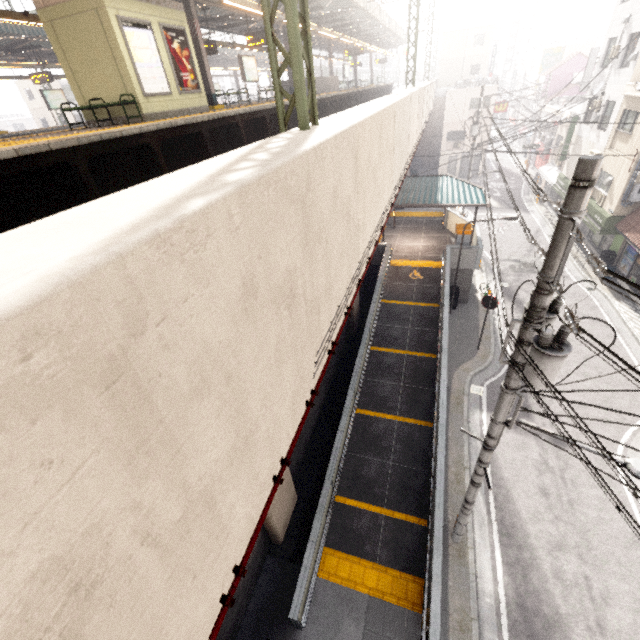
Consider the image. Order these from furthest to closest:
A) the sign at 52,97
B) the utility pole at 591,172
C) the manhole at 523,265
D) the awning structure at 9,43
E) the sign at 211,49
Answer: the sign at 52,97, the manhole at 523,265, the sign at 211,49, the awning structure at 9,43, the utility pole at 591,172

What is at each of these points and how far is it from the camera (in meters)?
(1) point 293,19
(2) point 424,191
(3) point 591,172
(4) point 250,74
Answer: (1) power line, 4.03
(2) exterior awning, 17.55
(3) utility pole, 3.32
(4) sign, 16.78

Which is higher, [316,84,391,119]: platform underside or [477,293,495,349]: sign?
[316,84,391,119]: platform underside

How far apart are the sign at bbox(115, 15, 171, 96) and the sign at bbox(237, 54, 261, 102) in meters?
7.8 m

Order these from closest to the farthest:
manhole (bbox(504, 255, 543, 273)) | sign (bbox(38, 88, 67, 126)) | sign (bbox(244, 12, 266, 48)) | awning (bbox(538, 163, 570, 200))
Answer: sign (bbox(244, 12, 266, 48)), manhole (bbox(504, 255, 543, 273)), sign (bbox(38, 88, 67, 126)), awning (bbox(538, 163, 570, 200))

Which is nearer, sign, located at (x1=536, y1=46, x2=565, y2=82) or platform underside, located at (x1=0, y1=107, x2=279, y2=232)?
platform underside, located at (x1=0, y1=107, x2=279, y2=232)

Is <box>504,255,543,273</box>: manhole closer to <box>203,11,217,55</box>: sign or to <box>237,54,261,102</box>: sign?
<box>237,54,261,102</box>: sign

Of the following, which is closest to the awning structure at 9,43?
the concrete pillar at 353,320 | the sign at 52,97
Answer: the sign at 52,97
